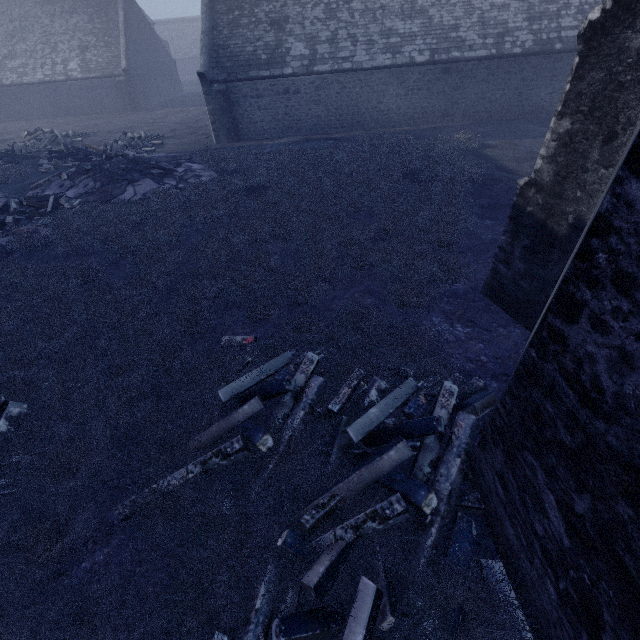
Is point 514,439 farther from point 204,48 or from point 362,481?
point 204,48

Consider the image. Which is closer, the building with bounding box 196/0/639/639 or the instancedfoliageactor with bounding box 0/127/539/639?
the building with bounding box 196/0/639/639

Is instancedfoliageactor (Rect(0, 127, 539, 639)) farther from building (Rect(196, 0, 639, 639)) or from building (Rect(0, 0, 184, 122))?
building (Rect(0, 0, 184, 122))

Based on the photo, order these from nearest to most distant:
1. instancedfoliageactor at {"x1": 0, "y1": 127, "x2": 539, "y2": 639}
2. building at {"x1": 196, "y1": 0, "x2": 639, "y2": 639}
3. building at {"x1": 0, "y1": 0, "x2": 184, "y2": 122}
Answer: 1. building at {"x1": 196, "y1": 0, "x2": 639, "y2": 639}
2. instancedfoliageactor at {"x1": 0, "y1": 127, "x2": 539, "y2": 639}
3. building at {"x1": 0, "y1": 0, "x2": 184, "y2": 122}

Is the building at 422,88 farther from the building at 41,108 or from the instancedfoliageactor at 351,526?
the building at 41,108

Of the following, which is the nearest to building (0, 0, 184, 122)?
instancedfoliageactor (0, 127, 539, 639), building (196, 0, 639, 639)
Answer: building (196, 0, 639, 639)
